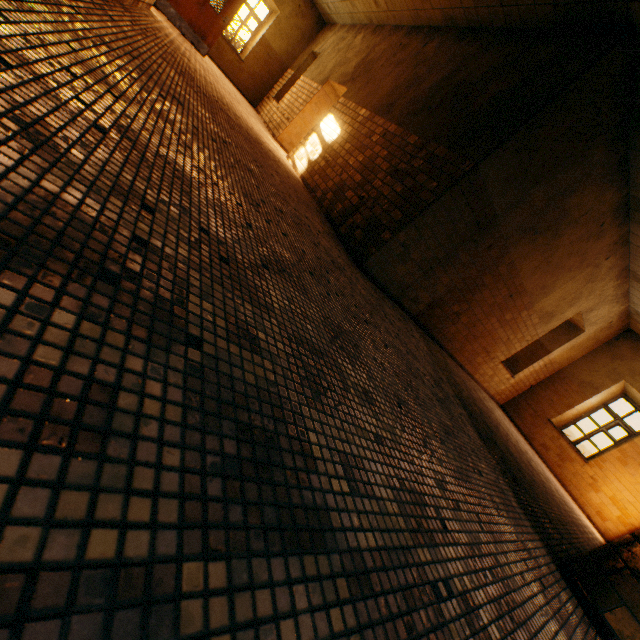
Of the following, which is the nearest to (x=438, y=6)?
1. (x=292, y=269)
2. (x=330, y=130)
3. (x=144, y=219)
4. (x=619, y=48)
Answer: (x=330, y=130)
